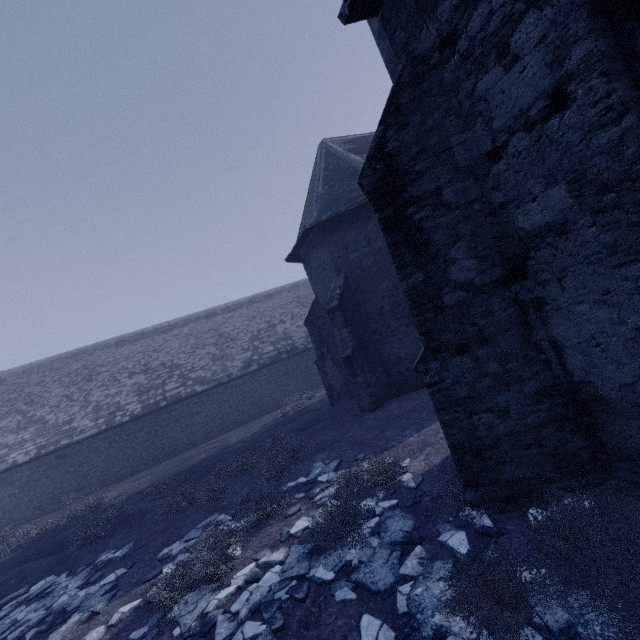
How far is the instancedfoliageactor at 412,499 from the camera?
5.22m

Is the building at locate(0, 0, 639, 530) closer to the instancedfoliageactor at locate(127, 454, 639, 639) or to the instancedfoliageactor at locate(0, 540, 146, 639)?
the instancedfoliageactor at locate(127, 454, 639, 639)

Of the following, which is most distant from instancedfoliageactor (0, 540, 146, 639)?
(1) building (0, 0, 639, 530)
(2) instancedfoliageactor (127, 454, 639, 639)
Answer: (1) building (0, 0, 639, 530)

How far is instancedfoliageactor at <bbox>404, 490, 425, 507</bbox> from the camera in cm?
522

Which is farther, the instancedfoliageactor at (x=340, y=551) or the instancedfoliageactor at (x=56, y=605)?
the instancedfoliageactor at (x=56, y=605)

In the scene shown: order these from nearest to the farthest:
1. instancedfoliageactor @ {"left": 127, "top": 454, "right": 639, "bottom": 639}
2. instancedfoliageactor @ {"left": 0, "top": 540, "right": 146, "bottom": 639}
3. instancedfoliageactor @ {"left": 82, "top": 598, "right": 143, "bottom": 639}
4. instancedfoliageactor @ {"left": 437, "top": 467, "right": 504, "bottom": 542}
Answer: instancedfoliageactor @ {"left": 127, "top": 454, "right": 639, "bottom": 639} < instancedfoliageactor @ {"left": 437, "top": 467, "right": 504, "bottom": 542} < instancedfoliageactor @ {"left": 82, "top": 598, "right": 143, "bottom": 639} < instancedfoliageactor @ {"left": 0, "top": 540, "right": 146, "bottom": 639}

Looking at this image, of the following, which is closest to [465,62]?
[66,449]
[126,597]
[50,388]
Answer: [126,597]
